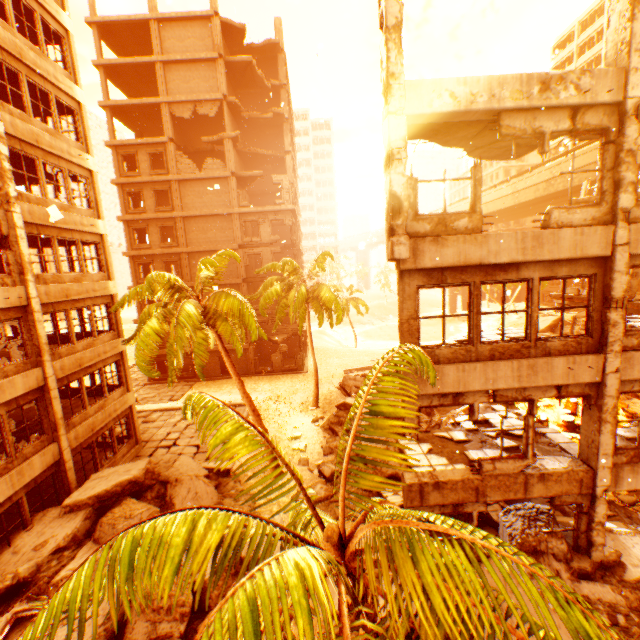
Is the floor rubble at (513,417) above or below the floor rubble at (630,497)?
above

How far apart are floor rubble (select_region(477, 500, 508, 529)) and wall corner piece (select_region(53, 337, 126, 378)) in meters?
16.1

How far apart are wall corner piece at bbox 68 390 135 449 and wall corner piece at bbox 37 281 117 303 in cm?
517

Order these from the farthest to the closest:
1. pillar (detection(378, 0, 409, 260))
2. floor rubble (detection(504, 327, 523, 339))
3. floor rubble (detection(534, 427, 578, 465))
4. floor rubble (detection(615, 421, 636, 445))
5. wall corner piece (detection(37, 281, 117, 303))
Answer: wall corner piece (detection(37, 281, 117, 303)) → floor rubble (detection(504, 327, 523, 339)) → floor rubble (detection(615, 421, 636, 445)) → floor rubble (detection(534, 427, 578, 465)) → pillar (detection(378, 0, 409, 260))

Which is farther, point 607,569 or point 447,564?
point 607,569

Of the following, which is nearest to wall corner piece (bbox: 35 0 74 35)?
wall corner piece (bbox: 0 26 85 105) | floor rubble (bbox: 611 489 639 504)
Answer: wall corner piece (bbox: 0 26 85 105)

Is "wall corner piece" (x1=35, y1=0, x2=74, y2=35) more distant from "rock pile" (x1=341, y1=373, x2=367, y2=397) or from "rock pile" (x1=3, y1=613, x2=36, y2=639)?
"rock pile" (x1=341, y1=373, x2=367, y2=397)

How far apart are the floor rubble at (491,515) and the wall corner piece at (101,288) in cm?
1726
